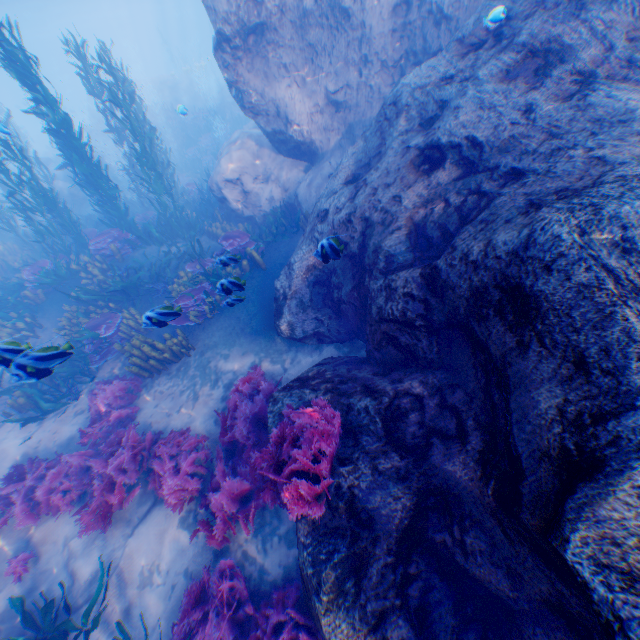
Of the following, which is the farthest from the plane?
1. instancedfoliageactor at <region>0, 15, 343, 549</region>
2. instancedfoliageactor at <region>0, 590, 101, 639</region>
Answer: instancedfoliageactor at <region>0, 590, 101, 639</region>

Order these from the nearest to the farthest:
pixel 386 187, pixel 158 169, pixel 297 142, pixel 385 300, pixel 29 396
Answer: pixel 385 300
pixel 386 187
pixel 29 396
pixel 297 142
pixel 158 169

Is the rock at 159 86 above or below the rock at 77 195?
above

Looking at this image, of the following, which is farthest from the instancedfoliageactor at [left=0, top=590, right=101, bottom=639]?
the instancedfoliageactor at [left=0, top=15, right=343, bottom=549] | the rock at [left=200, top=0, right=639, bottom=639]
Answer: the rock at [left=200, top=0, right=639, bottom=639]

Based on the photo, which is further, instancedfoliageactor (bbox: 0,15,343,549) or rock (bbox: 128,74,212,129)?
rock (bbox: 128,74,212,129)

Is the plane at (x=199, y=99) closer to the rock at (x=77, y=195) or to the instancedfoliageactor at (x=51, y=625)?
the rock at (x=77, y=195)

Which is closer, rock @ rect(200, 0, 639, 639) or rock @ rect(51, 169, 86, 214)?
rock @ rect(200, 0, 639, 639)

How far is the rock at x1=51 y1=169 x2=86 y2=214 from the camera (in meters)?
17.47
